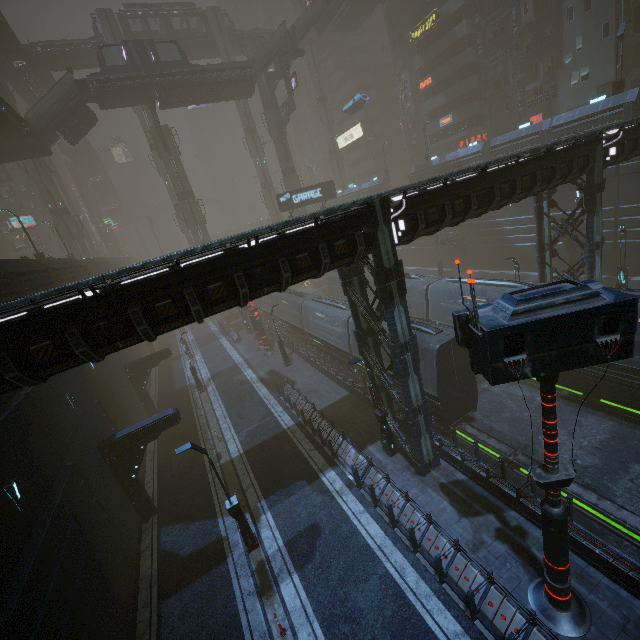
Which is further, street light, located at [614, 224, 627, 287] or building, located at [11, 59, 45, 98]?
building, located at [11, 59, 45, 98]

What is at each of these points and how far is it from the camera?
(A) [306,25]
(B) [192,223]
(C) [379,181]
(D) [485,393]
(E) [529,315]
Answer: (A) stairs, 41.0m
(B) sm, 44.2m
(C) building, 50.5m
(D) train rail, 20.0m
(E) sign, 6.0m

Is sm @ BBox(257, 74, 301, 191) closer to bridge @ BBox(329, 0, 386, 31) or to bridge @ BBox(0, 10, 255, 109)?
bridge @ BBox(0, 10, 255, 109)

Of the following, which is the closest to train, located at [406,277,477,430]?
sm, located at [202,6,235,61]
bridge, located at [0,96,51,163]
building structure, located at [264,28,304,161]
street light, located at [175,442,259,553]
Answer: sm, located at [202,6,235,61]

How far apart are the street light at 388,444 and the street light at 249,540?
6.6 meters

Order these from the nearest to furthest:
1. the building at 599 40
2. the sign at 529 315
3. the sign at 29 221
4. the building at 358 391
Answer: the sign at 529 315 → the building at 358 391 → the building at 599 40 → the sign at 29 221

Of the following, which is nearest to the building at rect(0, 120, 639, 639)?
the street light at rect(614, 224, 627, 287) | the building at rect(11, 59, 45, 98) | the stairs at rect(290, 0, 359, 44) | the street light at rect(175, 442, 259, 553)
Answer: the stairs at rect(290, 0, 359, 44)

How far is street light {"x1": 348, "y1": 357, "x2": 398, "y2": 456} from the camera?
14.4 meters
